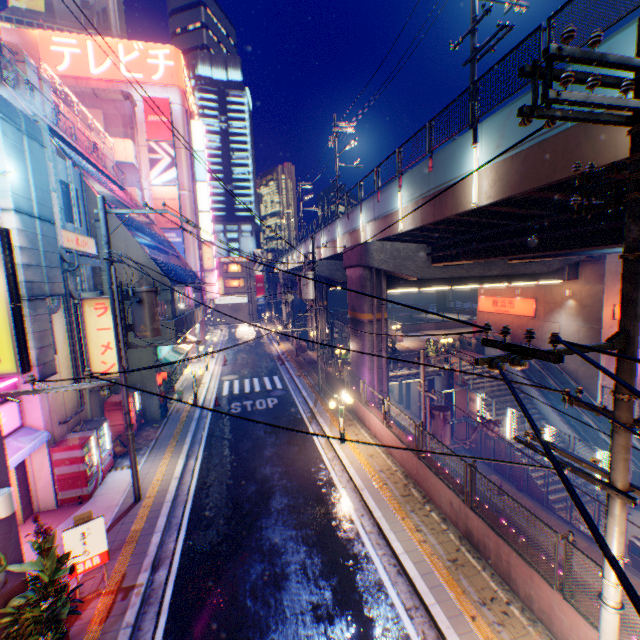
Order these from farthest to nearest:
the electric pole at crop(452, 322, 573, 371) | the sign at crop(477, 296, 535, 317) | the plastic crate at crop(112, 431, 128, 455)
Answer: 1. the sign at crop(477, 296, 535, 317)
2. the plastic crate at crop(112, 431, 128, 455)
3. the electric pole at crop(452, 322, 573, 371)

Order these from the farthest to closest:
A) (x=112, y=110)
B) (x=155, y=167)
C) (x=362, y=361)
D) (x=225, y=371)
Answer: (x=155, y=167)
(x=112, y=110)
(x=225, y=371)
(x=362, y=361)

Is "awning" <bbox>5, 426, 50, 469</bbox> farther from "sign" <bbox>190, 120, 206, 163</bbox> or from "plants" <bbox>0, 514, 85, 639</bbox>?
"sign" <bbox>190, 120, 206, 163</bbox>

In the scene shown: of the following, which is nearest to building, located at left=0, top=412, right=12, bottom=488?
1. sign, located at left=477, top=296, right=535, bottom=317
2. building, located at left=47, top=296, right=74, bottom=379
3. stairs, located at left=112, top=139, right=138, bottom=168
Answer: building, located at left=47, top=296, right=74, bottom=379

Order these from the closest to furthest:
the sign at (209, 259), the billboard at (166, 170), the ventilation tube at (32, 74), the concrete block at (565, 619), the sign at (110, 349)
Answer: the concrete block at (565, 619) → the sign at (110, 349) → the ventilation tube at (32, 74) → the billboard at (166, 170) → the sign at (209, 259)

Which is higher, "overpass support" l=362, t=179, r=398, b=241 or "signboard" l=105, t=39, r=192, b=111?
"signboard" l=105, t=39, r=192, b=111

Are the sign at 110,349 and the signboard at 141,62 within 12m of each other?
no

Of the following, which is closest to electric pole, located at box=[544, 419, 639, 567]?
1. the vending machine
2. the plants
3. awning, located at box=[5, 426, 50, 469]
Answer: the plants
